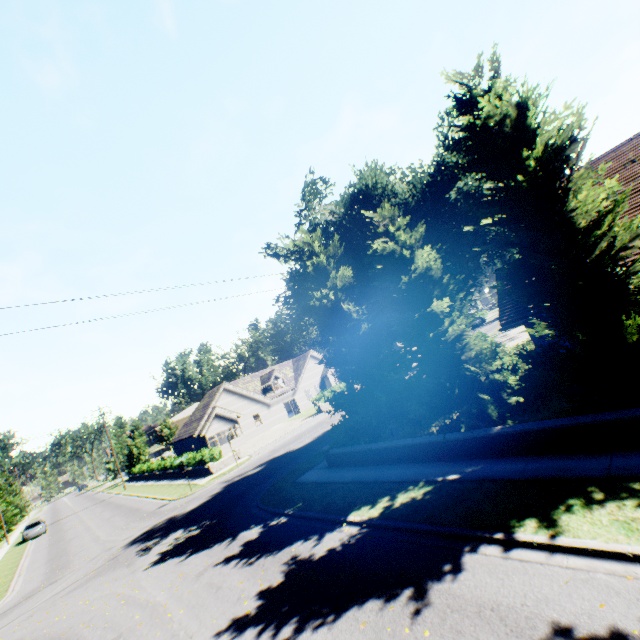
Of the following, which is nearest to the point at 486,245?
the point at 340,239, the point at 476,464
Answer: the point at 340,239

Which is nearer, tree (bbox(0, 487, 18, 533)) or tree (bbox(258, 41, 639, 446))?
tree (bbox(258, 41, 639, 446))

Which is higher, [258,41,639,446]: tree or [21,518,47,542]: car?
[258,41,639,446]: tree

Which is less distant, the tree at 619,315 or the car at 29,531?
the tree at 619,315

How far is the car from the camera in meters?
35.0 m

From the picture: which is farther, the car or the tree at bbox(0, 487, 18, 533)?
the tree at bbox(0, 487, 18, 533)

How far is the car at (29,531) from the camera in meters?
35.0 m
